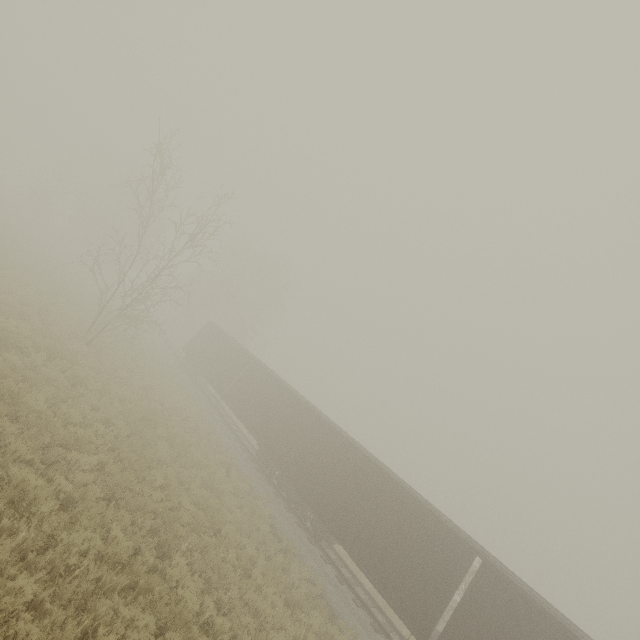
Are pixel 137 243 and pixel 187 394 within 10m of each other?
no
